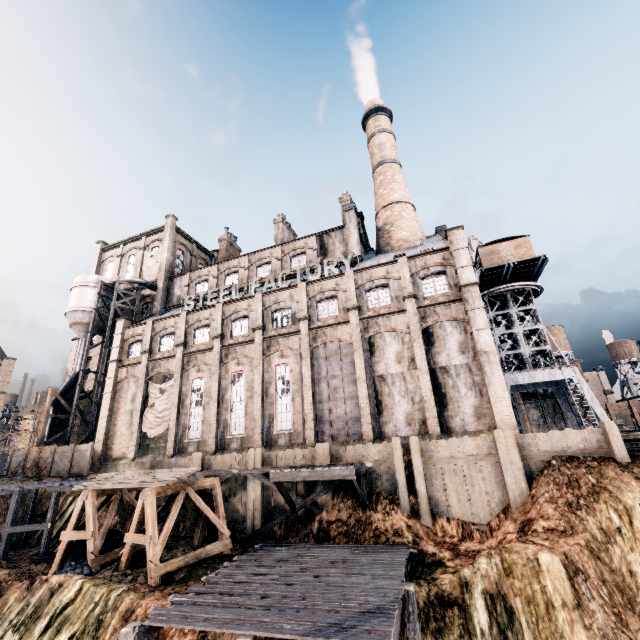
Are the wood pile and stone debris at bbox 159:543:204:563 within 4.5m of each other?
yes

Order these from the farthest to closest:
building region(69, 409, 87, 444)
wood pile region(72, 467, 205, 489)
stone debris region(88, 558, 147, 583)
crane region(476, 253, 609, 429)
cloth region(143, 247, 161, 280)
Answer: cloth region(143, 247, 161, 280) < building region(69, 409, 87, 444) < crane region(476, 253, 609, 429) < wood pile region(72, 467, 205, 489) < stone debris region(88, 558, 147, 583)

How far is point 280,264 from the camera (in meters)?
37.00

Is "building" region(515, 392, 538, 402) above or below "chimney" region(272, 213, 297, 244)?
below

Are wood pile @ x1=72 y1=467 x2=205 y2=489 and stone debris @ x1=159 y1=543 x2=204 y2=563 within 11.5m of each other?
yes

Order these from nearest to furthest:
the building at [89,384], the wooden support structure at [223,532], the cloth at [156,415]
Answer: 1. the wooden support structure at [223,532]
2. the cloth at [156,415]
3. the building at [89,384]

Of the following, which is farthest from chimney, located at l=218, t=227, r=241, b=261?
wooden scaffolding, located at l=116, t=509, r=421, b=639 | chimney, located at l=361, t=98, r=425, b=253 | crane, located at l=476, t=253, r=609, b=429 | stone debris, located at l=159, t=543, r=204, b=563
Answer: wooden scaffolding, located at l=116, t=509, r=421, b=639

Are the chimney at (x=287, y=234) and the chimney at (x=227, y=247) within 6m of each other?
no
